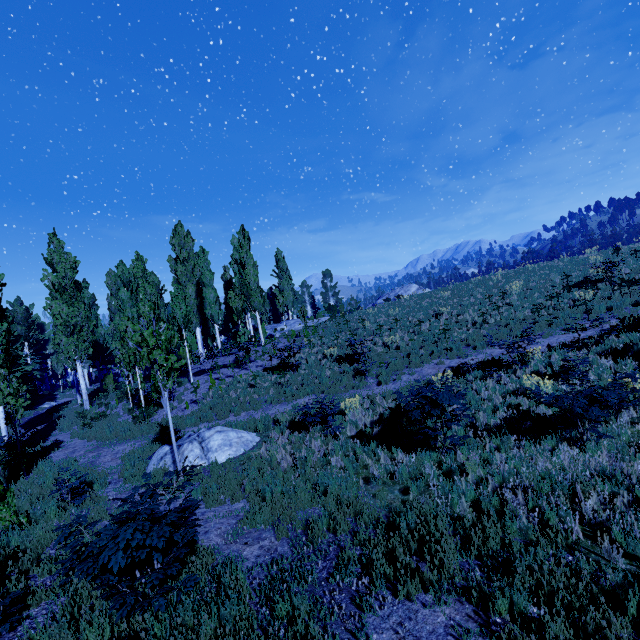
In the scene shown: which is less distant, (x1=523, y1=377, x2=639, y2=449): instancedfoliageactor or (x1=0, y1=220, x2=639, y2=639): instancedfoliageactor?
(x1=0, y1=220, x2=639, y2=639): instancedfoliageactor

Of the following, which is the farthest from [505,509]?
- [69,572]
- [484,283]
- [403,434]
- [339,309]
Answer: [339,309]

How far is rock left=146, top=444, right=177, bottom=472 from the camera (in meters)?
10.01

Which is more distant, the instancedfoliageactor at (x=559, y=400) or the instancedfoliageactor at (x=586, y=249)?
the instancedfoliageactor at (x=586, y=249)

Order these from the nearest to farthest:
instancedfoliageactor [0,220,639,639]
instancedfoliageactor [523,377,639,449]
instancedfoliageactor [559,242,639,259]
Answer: instancedfoliageactor [0,220,639,639] < instancedfoliageactor [523,377,639,449] < instancedfoliageactor [559,242,639,259]

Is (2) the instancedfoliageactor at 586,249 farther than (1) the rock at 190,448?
Yes
